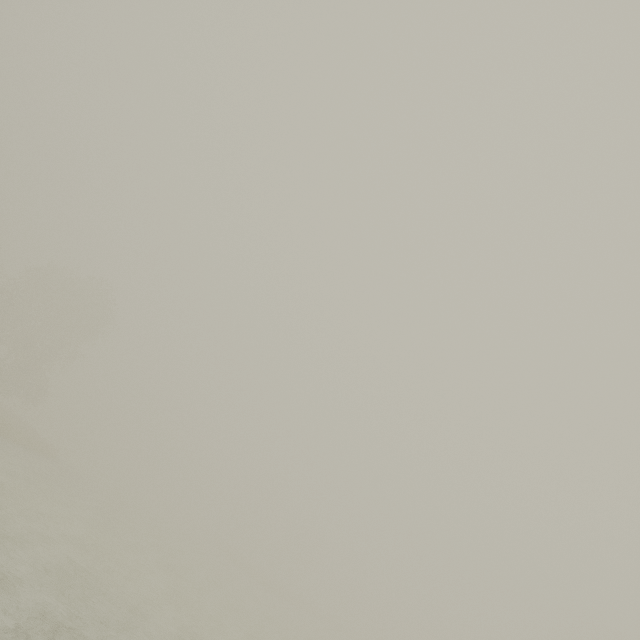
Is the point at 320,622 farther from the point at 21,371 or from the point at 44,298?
the point at 44,298
